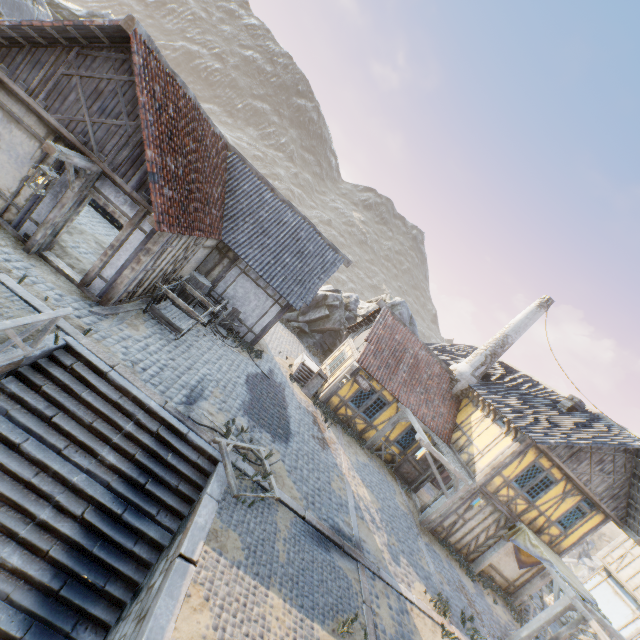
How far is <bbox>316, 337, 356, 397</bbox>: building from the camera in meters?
15.9 m

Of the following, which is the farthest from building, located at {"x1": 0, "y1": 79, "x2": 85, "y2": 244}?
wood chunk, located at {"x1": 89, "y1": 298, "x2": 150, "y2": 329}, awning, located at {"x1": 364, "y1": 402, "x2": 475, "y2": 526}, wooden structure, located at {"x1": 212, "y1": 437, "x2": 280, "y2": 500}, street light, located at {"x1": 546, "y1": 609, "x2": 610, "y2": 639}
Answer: street light, located at {"x1": 546, "y1": 609, "x2": 610, "y2": 639}

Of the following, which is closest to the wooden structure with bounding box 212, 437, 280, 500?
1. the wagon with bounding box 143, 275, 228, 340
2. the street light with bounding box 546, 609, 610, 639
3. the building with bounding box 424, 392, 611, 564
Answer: the wagon with bounding box 143, 275, 228, 340

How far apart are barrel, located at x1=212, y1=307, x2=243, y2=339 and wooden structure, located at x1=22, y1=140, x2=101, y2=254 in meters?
6.1 m

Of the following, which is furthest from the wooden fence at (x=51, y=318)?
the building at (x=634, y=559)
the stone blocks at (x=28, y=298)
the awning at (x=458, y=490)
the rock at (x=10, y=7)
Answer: the building at (x=634, y=559)

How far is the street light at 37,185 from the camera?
6.73m

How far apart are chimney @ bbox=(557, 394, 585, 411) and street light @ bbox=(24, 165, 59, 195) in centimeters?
1996cm

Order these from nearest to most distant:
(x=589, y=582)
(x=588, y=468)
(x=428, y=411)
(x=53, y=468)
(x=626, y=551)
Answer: (x=53, y=468)
(x=588, y=468)
(x=428, y=411)
(x=626, y=551)
(x=589, y=582)
